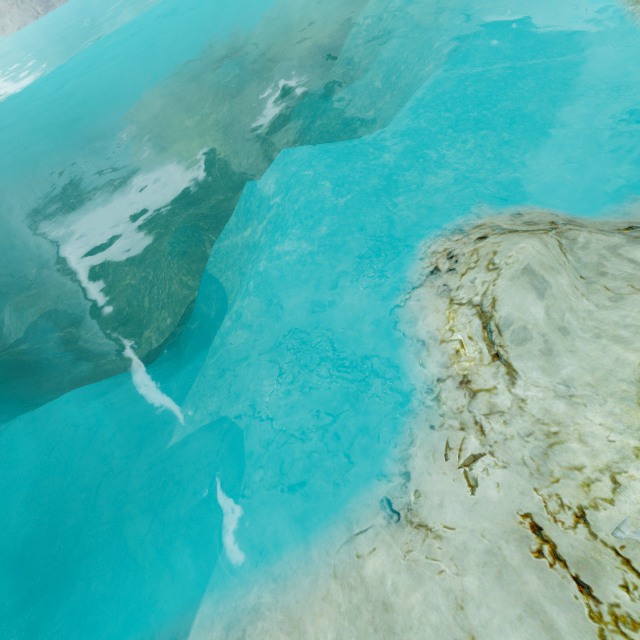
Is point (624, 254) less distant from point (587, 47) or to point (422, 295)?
point (422, 295)
